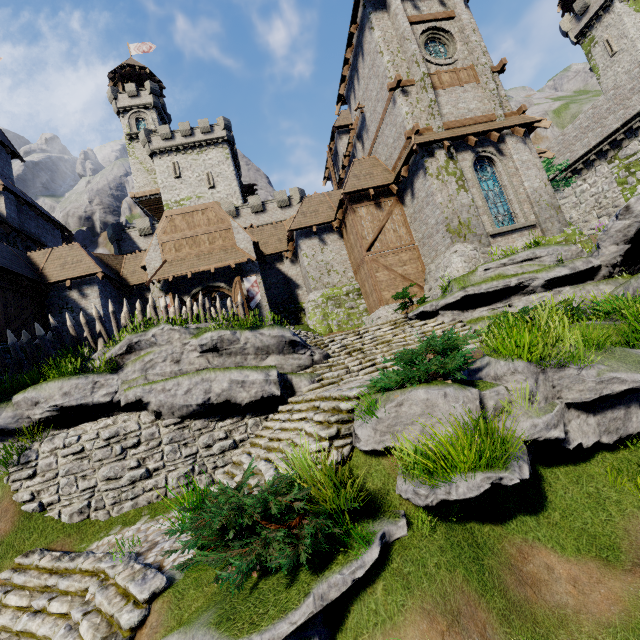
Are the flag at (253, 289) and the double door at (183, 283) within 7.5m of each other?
yes

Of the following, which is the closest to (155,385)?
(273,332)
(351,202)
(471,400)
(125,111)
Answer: (273,332)

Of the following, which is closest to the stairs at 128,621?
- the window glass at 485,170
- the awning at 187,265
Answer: the awning at 187,265

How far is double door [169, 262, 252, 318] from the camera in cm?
1836

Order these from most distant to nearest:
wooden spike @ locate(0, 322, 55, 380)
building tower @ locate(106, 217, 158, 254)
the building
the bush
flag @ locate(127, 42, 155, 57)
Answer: flag @ locate(127, 42, 155, 57) < building tower @ locate(106, 217, 158, 254) < the building < wooden spike @ locate(0, 322, 55, 380) < the bush

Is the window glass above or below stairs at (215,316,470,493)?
above

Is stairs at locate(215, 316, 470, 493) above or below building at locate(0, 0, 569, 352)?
below

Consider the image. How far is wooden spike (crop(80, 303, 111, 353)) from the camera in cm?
1260
